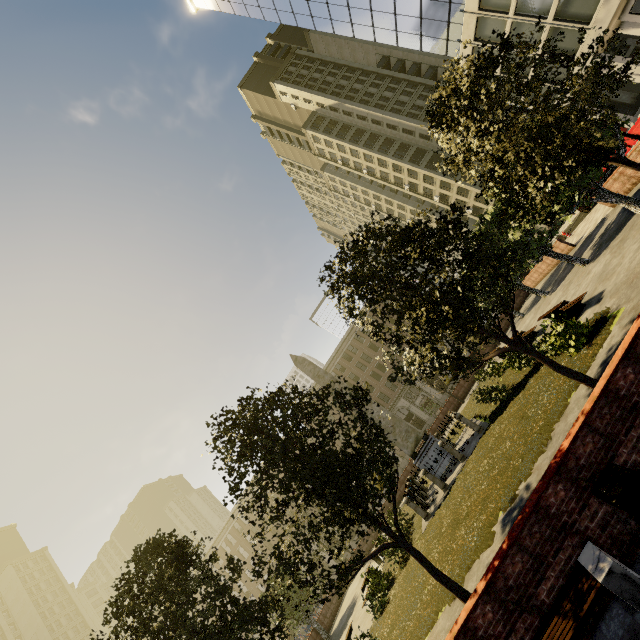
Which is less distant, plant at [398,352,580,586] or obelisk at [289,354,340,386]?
plant at [398,352,580,586]

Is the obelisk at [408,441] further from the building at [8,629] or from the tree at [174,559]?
the building at [8,629]

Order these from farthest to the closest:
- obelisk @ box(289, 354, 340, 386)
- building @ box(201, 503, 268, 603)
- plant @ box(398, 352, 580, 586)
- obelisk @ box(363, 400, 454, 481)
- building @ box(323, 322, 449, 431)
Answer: building @ box(201, 503, 268, 603), building @ box(323, 322, 449, 431), obelisk @ box(289, 354, 340, 386), obelisk @ box(363, 400, 454, 481), plant @ box(398, 352, 580, 586)

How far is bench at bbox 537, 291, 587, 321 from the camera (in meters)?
12.13

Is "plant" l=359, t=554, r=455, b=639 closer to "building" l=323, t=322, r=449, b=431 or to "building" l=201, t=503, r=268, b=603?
"building" l=323, t=322, r=449, b=431

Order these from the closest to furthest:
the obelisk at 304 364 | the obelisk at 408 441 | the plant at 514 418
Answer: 1. the plant at 514 418
2. the obelisk at 408 441
3. the obelisk at 304 364

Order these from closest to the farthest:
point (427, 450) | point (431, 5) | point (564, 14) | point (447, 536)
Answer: point (447, 536), point (427, 450), point (564, 14), point (431, 5)

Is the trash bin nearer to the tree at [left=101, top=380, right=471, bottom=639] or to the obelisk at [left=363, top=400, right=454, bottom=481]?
the tree at [left=101, top=380, right=471, bottom=639]
